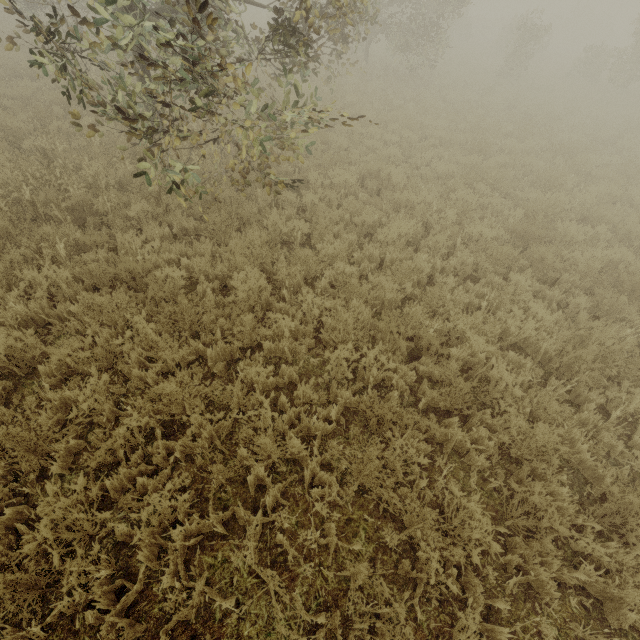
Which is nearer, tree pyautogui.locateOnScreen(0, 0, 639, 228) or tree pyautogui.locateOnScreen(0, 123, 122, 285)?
tree pyautogui.locateOnScreen(0, 0, 639, 228)

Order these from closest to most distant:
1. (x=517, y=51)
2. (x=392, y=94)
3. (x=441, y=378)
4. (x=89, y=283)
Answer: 1. (x=441, y=378)
2. (x=89, y=283)
3. (x=392, y=94)
4. (x=517, y=51)

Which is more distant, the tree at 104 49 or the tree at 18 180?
the tree at 18 180
